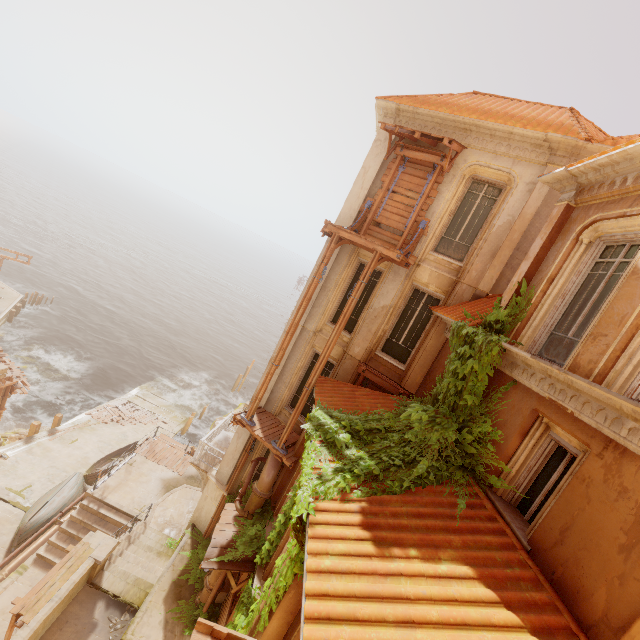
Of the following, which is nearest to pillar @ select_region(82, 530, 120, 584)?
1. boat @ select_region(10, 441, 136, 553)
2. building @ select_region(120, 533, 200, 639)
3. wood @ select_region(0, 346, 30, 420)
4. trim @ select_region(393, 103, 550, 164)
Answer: building @ select_region(120, 533, 200, 639)

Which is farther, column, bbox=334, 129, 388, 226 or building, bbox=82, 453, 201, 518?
building, bbox=82, 453, 201, 518

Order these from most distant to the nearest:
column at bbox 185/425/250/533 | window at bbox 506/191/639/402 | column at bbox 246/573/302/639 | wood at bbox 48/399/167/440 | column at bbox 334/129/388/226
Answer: wood at bbox 48/399/167/440 < column at bbox 185/425/250/533 < column at bbox 334/129/388/226 < column at bbox 246/573/302/639 < window at bbox 506/191/639/402

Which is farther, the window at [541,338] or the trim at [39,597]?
the trim at [39,597]

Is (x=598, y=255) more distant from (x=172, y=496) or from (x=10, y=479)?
(x=10, y=479)

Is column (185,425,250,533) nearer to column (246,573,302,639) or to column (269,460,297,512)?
column (269,460,297,512)

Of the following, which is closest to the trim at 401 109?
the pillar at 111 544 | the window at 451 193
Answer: the window at 451 193

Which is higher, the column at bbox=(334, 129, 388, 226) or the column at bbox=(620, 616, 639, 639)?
the column at bbox=(334, 129, 388, 226)
